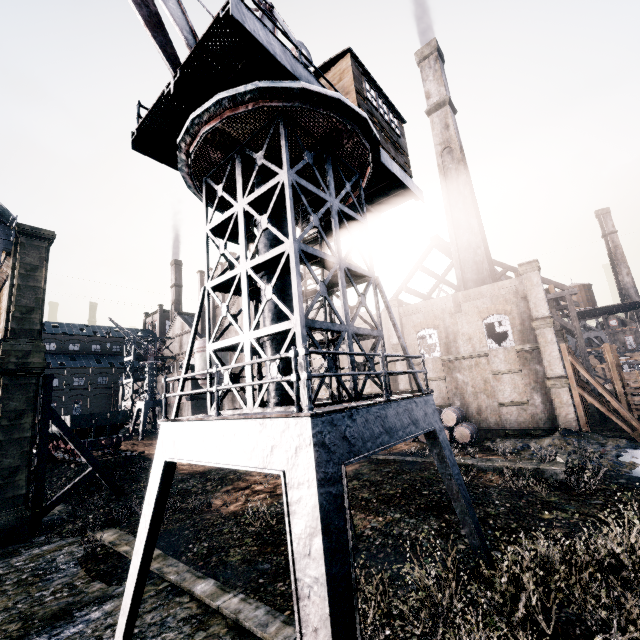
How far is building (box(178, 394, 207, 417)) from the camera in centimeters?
4738cm

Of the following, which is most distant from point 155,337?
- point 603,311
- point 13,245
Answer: point 603,311

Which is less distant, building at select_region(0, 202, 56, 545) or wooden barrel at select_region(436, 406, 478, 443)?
building at select_region(0, 202, 56, 545)

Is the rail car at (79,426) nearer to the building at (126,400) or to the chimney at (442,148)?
the building at (126,400)

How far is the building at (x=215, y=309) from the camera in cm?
5658

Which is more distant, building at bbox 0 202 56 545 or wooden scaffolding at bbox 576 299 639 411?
wooden scaffolding at bbox 576 299 639 411

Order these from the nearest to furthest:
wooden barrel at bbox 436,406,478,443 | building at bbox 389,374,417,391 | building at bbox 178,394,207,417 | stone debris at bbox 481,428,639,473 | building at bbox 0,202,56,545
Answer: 1. stone debris at bbox 481,428,639,473
2. building at bbox 0,202,56,545
3. wooden barrel at bbox 436,406,478,443
4. building at bbox 389,374,417,391
5. building at bbox 178,394,207,417
